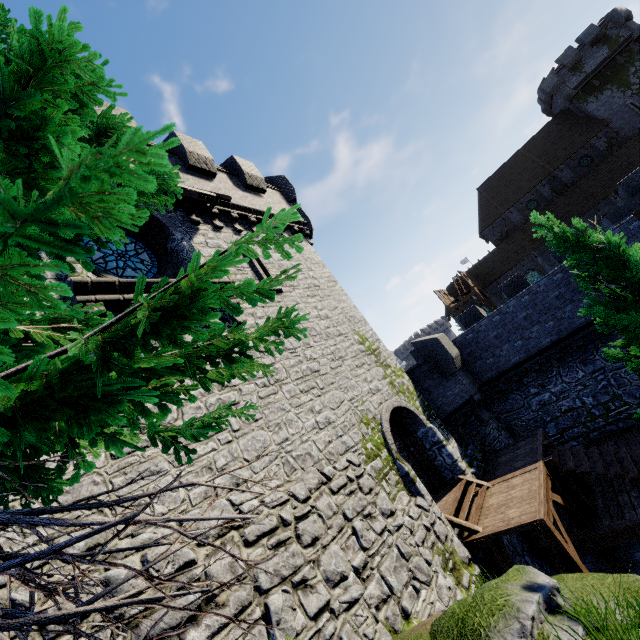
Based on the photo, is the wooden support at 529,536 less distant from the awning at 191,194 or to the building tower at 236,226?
the building tower at 236,226

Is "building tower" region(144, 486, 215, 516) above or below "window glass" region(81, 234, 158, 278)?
below

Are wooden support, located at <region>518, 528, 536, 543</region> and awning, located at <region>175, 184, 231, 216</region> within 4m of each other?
no

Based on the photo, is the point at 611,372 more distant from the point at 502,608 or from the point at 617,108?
the point at 617,108

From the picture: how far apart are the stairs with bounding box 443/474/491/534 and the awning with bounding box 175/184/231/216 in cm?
1246

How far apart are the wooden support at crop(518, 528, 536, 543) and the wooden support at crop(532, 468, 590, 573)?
1.4m

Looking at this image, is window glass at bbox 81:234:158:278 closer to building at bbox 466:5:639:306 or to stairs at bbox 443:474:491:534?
stairs at bbox 443:474:491:534

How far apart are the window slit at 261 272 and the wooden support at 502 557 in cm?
988
